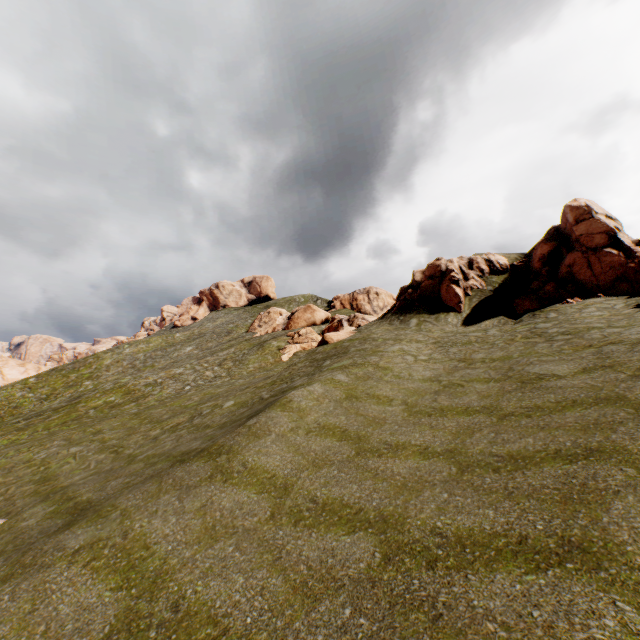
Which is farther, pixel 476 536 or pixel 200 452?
pixel 200 452

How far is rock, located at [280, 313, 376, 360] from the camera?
29.2 meters

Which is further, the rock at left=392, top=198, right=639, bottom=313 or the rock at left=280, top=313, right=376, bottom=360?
the rock at left=280, top=313, right=376, bottom=360

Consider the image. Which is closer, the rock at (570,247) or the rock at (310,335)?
the rock at (570,247)

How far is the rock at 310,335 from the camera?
29.2m
